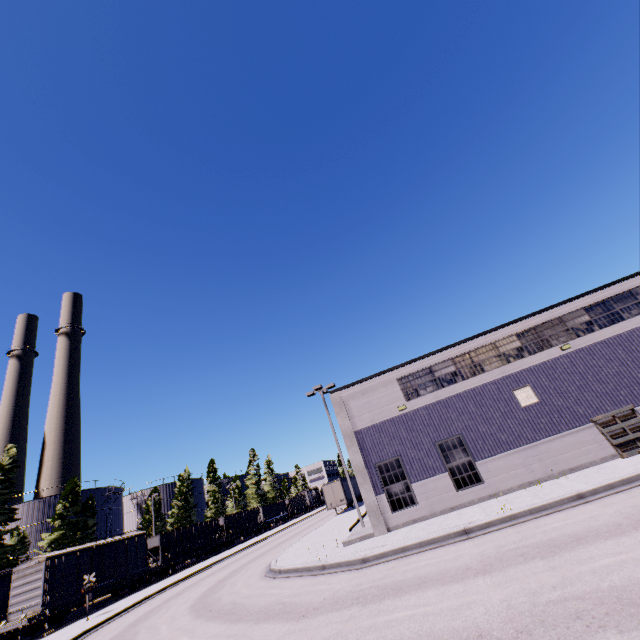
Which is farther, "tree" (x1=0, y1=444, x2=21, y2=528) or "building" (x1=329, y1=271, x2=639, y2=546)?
"tree" (x1=0, y1=444, x2=21, y2=528)

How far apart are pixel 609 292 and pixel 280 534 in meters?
45.1 m

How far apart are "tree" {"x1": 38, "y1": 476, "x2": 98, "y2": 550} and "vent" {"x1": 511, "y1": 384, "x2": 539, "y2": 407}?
51.80m

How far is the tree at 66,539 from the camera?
39.4 meters

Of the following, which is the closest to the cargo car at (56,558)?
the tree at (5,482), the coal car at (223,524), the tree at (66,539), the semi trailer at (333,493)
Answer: the coal car at (223,524)

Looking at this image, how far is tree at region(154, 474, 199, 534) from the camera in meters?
52.7 m

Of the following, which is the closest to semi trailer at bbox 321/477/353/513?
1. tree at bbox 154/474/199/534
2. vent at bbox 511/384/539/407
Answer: vent at bbox 511/384/539/407

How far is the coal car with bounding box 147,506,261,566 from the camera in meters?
36.1
